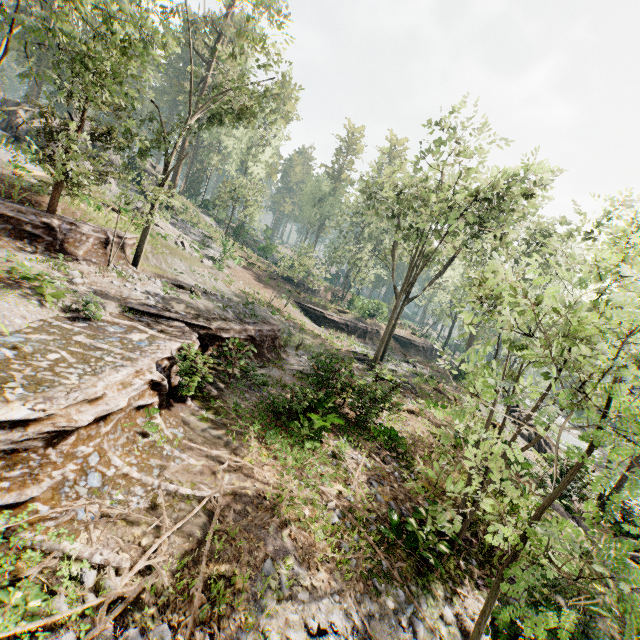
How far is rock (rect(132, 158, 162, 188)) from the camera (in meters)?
39.38

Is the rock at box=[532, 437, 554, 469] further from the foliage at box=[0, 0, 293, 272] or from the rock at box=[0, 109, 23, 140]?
the rock at box=[0, 109, 23, 140]

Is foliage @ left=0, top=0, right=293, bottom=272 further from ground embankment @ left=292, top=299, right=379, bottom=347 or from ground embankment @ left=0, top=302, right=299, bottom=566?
ground embankment @ left=292, top=299, right=379, bottom=347

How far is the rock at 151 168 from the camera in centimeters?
3938cm

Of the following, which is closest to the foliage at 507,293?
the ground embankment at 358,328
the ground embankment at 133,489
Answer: the ground embankment at 133,489

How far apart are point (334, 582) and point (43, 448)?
6.2m

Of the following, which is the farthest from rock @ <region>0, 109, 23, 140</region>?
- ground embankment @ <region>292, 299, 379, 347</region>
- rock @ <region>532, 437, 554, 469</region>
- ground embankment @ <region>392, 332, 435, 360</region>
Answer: rock @ <region>532, 437, 554, 469</region>

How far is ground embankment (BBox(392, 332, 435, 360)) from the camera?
43.8m
